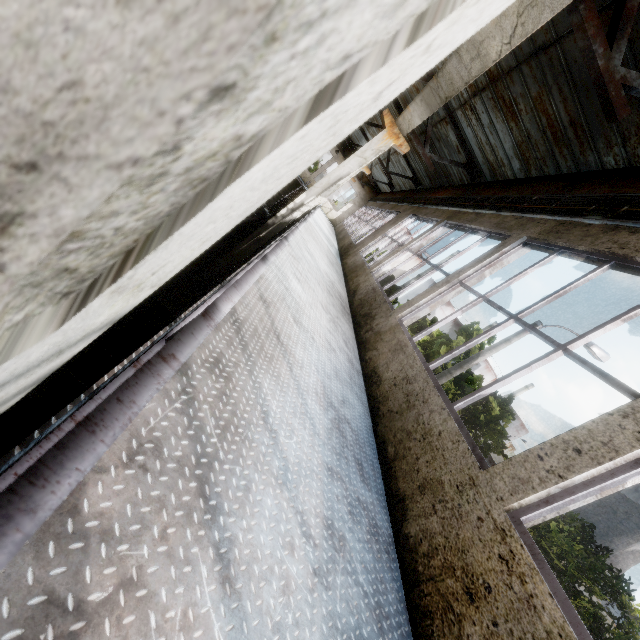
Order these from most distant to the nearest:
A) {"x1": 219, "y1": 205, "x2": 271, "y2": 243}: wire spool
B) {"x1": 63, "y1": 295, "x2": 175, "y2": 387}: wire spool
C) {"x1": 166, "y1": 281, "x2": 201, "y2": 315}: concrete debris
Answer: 1. {"x1": 219, "y1": 205, "x2": 271, "y2": 243}: wire spool
2. {"x1": 166, "y1": 281, "x2": 201, "y2": 315}: concrete debris
3. {"x1": 63, "y1": 295, "x2": 175, "y2": 387}: wire spool

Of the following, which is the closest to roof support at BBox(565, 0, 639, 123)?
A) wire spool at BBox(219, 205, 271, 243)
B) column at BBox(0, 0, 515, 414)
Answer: column at BBox(0, 0, 515, 414)

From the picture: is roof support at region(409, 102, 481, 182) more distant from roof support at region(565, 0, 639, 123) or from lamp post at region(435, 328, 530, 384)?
roof support at region(565, 0, 639, 123)

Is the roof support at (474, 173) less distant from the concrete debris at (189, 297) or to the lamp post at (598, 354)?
the lamp post at (598, 354)

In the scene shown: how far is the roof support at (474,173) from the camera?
9.6m

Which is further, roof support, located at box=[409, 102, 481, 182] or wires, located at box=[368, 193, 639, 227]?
roof support, located at box=[409, 102, 481, 182]

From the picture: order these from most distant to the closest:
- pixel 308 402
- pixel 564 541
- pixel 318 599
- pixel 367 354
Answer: pixel 564 541, pixel 367 354, pixel 308 402, pixel 318 599

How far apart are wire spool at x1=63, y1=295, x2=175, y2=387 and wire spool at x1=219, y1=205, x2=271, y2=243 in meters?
7.7 m
